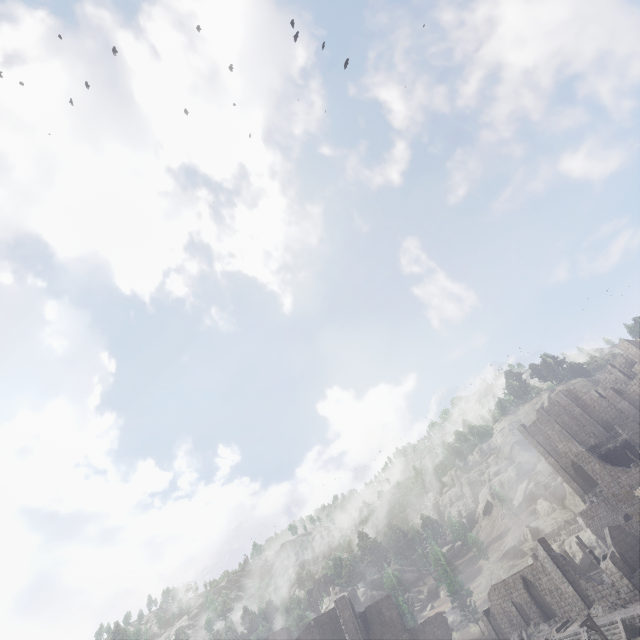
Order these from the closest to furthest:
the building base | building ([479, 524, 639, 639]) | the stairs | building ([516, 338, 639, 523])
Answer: the stairs < building ([479, 524, 639, 639]) < building ([516, 338, 639, 523]) < the building base

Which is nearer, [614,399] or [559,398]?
[614,399]

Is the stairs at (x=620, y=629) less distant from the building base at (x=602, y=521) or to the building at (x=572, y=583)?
the building at (x=572, y=583)

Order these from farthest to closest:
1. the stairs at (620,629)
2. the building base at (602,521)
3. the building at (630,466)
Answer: the building base at (602,521) < the building at (630,466) < the stairs at (620,629)

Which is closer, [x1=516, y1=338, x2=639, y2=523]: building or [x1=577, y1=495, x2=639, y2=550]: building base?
[x1=516, y1=338, x2=639, y2=523]: building

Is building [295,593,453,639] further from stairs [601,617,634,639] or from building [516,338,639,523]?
stairs [601,617,634,639]

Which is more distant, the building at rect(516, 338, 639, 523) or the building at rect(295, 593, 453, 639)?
the building at rect(295, 593, 453, 639)

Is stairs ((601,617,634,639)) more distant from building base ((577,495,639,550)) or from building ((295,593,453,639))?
building base ((577,495,639,550))
